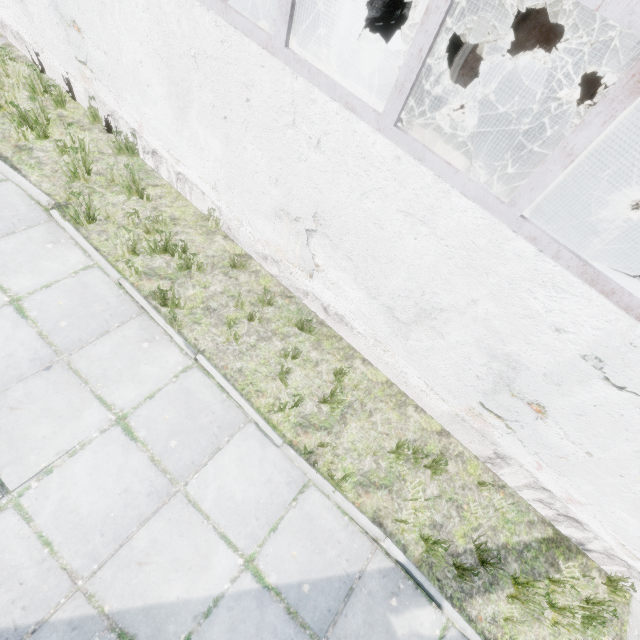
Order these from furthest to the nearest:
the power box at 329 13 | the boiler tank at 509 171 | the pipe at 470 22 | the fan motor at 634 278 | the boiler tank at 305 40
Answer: the pipe at 470 22 → the boiler tank at 305 40 → the power box at 329 13 → the fan motor at 634 278 → the boiler tank at 509 171

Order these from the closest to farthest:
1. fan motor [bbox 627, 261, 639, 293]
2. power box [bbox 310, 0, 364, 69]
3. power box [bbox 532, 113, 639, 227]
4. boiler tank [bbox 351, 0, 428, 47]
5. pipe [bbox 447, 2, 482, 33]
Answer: power box [bbox 532, 113, 639, 227], fan motor [bbox 627, 261, 639, 293], power box [bbox 310, 0, 364, 69], boiler tank [bbox 351, 0, 428, 47], pipe [bbox 447, 2, 482, 33]

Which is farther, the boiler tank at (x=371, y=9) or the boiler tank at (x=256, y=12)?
the boiler tank at (x=371, y=9)

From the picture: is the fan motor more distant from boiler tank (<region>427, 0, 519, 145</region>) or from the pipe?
the pipe

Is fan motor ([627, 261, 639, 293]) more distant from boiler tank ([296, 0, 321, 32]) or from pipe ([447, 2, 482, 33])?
boiler tank ([296, 0, 321, 32])

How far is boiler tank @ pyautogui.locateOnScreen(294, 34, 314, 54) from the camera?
9.42m

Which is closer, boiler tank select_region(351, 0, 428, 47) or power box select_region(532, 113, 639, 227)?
power box select_region(532, 113, 639, 227)

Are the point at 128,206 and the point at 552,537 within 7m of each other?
no
